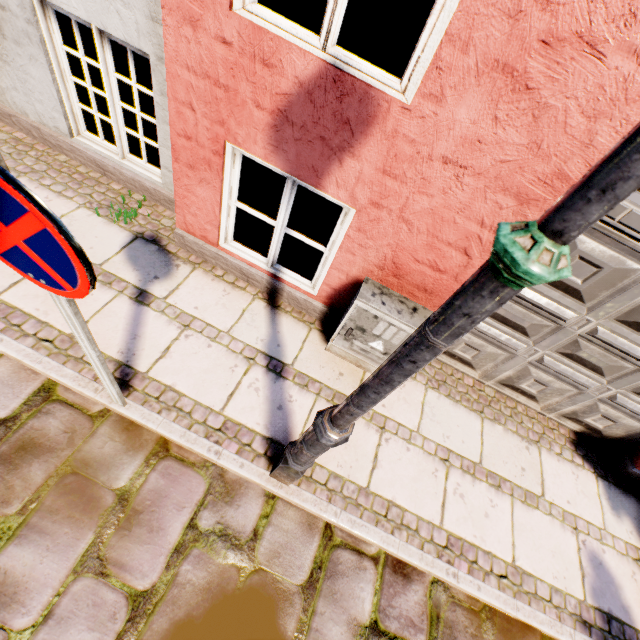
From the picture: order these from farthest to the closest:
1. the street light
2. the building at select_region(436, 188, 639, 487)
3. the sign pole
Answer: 1. the building at select_region(436, 188, 639, 487)
2. the sign pole
3. the street light

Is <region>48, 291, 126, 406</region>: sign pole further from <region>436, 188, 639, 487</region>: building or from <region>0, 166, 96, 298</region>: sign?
<region>436, 188, 639, 487</region>: building

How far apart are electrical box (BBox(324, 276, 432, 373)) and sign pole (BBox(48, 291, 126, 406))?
1.7 meters

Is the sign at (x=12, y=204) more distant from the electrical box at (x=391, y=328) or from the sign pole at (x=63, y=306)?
the electrical box at (x=391, y=328)

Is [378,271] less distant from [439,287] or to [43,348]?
[439,287]

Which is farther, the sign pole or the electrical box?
the electrical box

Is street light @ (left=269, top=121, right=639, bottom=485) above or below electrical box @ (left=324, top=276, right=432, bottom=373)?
above

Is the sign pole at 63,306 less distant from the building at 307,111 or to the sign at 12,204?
the sign at 12,204
